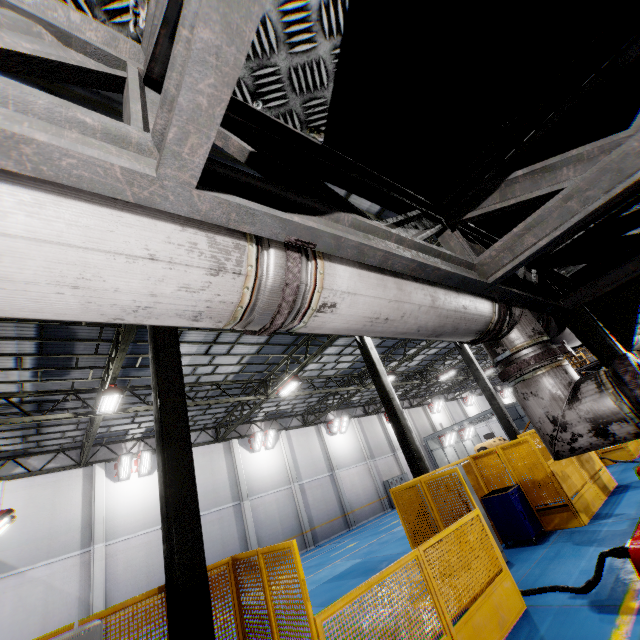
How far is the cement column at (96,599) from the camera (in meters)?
14.85

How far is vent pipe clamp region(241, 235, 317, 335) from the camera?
1.2 meters

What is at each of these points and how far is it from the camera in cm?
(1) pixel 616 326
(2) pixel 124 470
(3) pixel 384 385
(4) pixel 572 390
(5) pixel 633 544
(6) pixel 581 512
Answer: (1) metal pole, 312
(2) light, 1791
(3) metal pole, 1121
(4) vent pipe, 242
(5) metal platform, 466
(6) metal panel, 820

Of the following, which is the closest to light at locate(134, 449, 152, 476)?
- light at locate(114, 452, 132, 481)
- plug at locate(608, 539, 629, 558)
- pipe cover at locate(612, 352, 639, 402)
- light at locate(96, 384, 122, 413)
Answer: light at locate(114, 452, 132, 481)

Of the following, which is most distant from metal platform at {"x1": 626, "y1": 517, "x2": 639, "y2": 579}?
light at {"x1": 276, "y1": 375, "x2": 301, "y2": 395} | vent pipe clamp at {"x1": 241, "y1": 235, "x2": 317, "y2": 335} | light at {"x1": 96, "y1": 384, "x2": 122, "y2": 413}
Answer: light at {"x1": 96, "y1": 384, "x2": 122, "y2": 413}

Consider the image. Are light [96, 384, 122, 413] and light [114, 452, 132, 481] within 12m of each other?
yes

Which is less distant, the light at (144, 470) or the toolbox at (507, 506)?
the toolbox at (507, 506)

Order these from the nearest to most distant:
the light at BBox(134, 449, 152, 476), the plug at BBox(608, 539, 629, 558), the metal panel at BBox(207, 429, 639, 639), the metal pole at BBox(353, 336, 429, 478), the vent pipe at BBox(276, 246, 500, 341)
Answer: the vent pipe at BBox(276, 246, 500, 341) < the metal panel at BBox(207, 429, 639, 639) < the plug at BBox(608, 539, 629, 558) < the metal pole at BBox(353, 336, 429, 478) < the light at BBox(134, 449, 152, 476)
